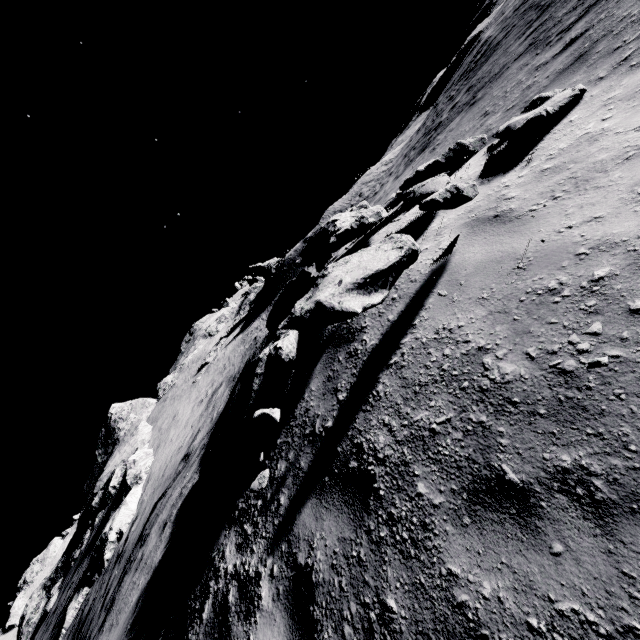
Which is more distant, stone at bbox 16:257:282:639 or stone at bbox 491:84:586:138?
stone at bbox 16:257:282:639

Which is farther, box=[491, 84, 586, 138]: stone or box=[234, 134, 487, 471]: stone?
box=[491, 84, 586, 138]: stone

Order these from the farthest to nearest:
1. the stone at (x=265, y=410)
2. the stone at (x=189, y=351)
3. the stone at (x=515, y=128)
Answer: the stone at (x=189, y=351) < the stone at (x=515, y=128) < the stone at (x=265, y=410)

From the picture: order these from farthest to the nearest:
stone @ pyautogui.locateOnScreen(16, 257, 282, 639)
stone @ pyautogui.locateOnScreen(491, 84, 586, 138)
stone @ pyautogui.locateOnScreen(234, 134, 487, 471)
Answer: stone @ pyautogui.locateOnScreen(16, 257, 282, 639) < stone @ pyautogui.locateOnScreen(491, 84, 586, 138) < stone @ pyautogui.locateOnScreen(234, 134, 487, 471)

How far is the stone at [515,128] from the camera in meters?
4.1

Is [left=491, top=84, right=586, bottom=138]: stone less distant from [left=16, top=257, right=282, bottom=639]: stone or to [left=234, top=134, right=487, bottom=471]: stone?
[left=234, top=134, right=487, bottom=471]: stone

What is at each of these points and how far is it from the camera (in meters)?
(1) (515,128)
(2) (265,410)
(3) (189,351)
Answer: (1) stone, 4.46
(2) stone, 3.28
(3) stone, 55.38

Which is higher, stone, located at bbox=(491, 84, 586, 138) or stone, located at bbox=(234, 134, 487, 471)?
stone, located at bbox=(234, 134, 487, 471)
